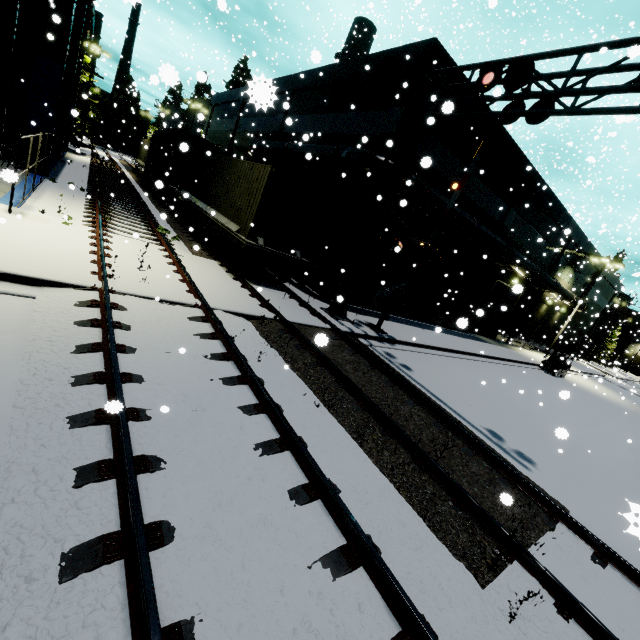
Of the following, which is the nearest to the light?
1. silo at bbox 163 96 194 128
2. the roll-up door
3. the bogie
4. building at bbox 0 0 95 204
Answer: building at bbox 0 0 95 204

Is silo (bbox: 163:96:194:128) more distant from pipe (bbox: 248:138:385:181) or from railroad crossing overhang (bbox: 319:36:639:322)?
railroad crossing overhang (bbox: 319:36:639:322)

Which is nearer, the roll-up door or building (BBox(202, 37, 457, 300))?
building (BBox(202, 37, 457, 300))

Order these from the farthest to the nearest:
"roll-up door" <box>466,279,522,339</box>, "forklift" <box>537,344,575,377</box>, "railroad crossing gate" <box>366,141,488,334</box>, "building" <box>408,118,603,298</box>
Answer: "roll-up door" <box>466,279,522,339</box>, "forklift" <box>537,344,575,377</box>, "building" <box>408,118,603,298</box>, "railroad crossing gate" <box>366,141,488,334</box>

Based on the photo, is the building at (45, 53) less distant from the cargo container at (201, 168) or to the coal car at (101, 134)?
the cargo container at (201, 168)

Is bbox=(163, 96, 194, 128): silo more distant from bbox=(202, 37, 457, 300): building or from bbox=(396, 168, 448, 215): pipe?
Answer: bbox=(396, 168, 448, 215): pipe

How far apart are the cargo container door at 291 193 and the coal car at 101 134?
66.1 meters

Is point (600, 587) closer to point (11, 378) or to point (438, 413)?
point (438, 413)
